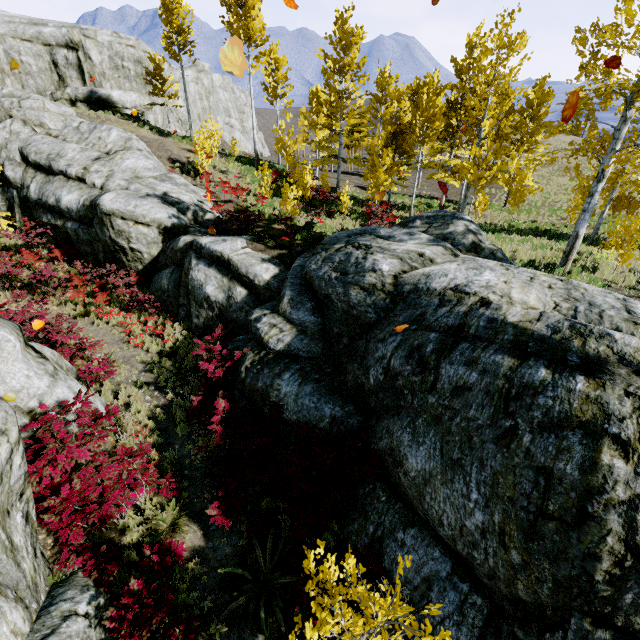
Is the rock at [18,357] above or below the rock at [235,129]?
below

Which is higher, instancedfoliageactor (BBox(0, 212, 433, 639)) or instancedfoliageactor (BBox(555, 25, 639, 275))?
instancedfoliageactor (BBox(555, 25, 639, 275))

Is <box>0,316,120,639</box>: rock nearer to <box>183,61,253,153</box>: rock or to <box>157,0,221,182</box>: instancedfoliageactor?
<box>157,0,221,182</box>: instancedfoliageactor

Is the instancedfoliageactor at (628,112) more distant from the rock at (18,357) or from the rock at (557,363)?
the rock at (557,363)

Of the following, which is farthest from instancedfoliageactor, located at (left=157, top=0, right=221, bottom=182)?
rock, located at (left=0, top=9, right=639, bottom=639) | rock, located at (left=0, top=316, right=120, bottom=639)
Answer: rock, located at (left=0, top=9, right=639, bottom=639)

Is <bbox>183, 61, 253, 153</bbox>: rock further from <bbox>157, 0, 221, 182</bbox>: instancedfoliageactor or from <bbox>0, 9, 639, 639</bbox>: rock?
<bbox>0, 9, 639, 639</bbox>: rock

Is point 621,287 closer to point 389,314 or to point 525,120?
point 389,314

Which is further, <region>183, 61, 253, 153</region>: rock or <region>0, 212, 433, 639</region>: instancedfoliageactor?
<region>183, 61, 253, 153</region>: rock
